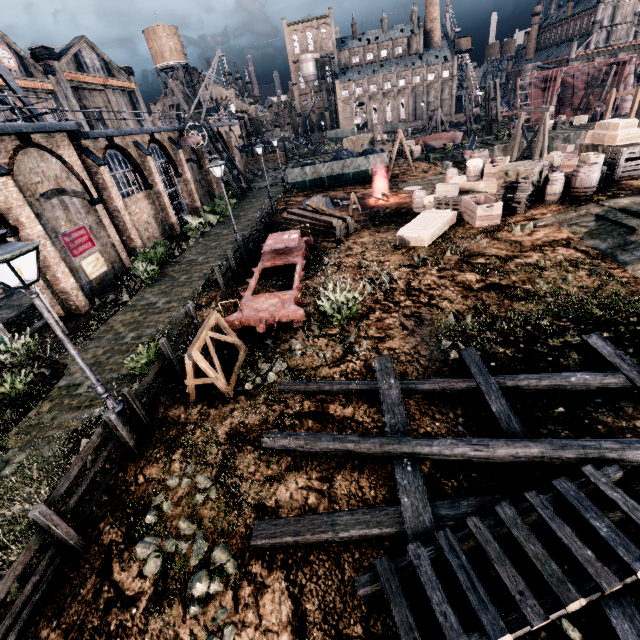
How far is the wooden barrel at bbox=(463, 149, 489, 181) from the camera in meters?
18.8

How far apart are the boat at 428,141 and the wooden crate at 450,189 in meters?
33.5 m

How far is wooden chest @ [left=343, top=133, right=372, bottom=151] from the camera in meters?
44.9 m

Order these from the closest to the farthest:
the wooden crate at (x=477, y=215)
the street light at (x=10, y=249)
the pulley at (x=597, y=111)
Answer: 1. the street light at (x=10, y=249)
2. the wooden crate at (x=477, y=215)
3. the pulley at (x=597, y=111)

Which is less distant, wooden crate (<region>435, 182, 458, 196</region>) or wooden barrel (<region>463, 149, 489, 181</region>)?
wooden crate (<region>435, 182, 458, 196</region>)

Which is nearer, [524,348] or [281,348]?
[524,348]

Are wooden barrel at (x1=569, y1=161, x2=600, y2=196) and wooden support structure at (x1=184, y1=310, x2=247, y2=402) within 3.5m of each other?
no

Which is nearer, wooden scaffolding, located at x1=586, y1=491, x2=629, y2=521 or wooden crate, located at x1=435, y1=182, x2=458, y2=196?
wooden scaffolding, located at x1=586, y1=491, x2=629, y2=521
